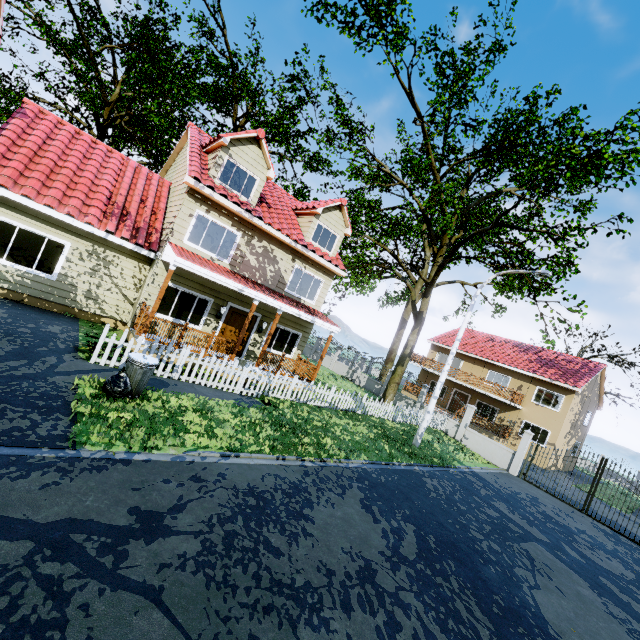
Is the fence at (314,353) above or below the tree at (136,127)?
below

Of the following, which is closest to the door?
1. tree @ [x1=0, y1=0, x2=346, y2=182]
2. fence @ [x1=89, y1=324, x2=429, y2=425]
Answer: fence @ [x1=89, y1=324, x2=429, y2=425]

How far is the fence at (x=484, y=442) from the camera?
17.6m

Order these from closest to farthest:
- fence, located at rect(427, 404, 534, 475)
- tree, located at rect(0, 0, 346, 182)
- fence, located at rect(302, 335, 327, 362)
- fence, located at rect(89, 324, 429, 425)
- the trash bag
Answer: the trash bag
fence, located at rect(89, 324, 429, 425)
fence, located at rect(427, 404, 534, 475)
tree, located at rect(0, 0, 346, 182)
fence, located at rect(302, 335, 327, 362)

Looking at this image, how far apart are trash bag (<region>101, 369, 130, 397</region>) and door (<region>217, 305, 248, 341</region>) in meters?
6.6 m

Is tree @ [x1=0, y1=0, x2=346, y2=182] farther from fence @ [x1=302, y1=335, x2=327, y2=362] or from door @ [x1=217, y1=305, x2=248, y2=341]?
door @ [x1=217, y1=305, x2=248, y2=341]

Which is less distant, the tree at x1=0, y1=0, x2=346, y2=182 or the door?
the door

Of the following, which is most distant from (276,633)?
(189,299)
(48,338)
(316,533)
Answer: (189,299)
